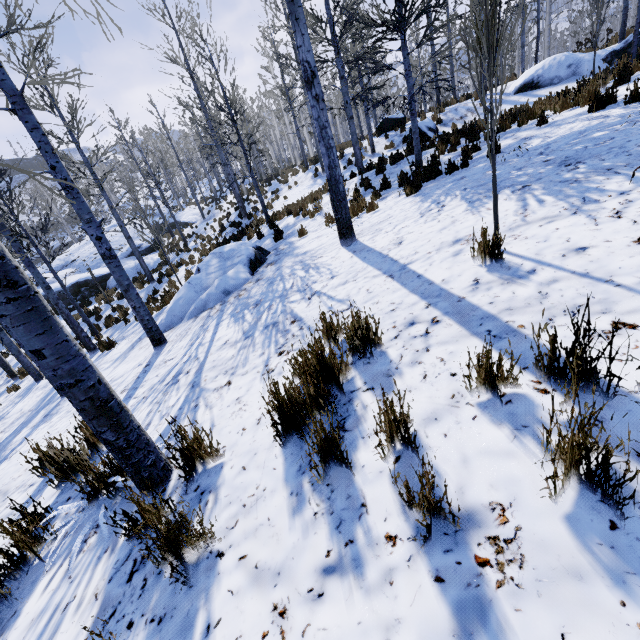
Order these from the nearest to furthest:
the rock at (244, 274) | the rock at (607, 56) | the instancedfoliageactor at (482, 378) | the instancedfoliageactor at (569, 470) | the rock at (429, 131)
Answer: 1. the instancedfoliageactor at (569, 470)
2. the instancedfoliageactor at (482, 378)
3. the rock at (244, 274)
4. the rock at (607, 56)
5. the rock at (429, 131)

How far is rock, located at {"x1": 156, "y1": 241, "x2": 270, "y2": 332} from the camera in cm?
658

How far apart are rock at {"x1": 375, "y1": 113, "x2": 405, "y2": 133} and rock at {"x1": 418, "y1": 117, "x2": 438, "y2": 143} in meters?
3.9 m

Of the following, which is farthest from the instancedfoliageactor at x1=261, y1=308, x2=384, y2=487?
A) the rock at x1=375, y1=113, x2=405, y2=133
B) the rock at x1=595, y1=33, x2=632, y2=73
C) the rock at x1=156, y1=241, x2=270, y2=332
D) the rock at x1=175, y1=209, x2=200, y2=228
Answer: the rock at x1=595, y1=33, x2=632, y2=73

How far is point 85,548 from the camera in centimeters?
219cm

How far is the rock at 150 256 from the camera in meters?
20.4 m

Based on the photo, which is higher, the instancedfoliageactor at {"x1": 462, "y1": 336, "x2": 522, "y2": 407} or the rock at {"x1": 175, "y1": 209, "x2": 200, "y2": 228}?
the instancedfoliageactor at {"x1": 462, "y1": 336, "x2": 522, "y2": 407}

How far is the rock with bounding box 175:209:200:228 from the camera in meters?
30.5
